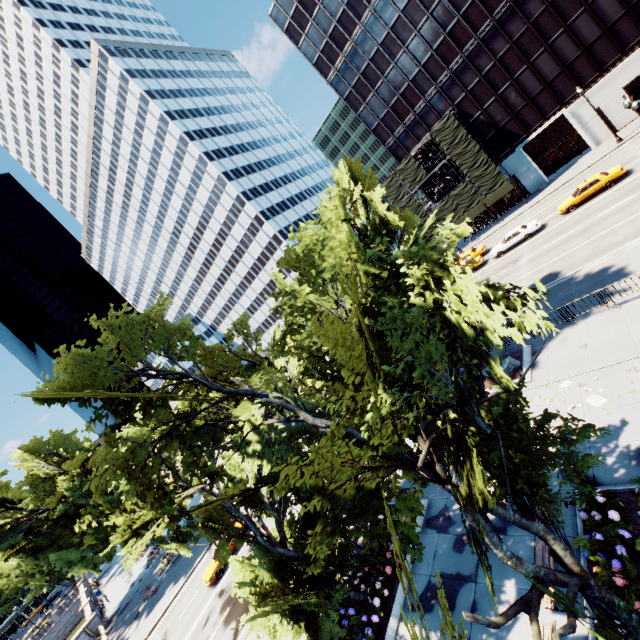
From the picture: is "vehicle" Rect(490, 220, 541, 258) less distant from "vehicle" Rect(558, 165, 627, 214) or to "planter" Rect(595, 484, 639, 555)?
"vehicle" Rect(558, 165, 627, 214)

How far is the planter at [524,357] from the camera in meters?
17.4 m

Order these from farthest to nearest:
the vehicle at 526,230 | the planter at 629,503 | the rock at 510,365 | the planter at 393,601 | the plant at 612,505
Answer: the vehicle at 526,230, the rock at 510,365, the planter at 393,601, the planter at 629,503, the plant at 612,505

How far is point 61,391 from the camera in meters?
8.4

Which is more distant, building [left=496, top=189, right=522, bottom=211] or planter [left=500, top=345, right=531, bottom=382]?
building [left=496, top=189, right=522, bottom=211]

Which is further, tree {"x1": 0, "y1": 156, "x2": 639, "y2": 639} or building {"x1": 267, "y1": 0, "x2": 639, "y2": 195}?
building {"x1": 267, "y1": 0, "x2": 639, "y2": 195}

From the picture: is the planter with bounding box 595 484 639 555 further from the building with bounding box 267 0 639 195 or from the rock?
the building with bounding box 267 0 639 195
